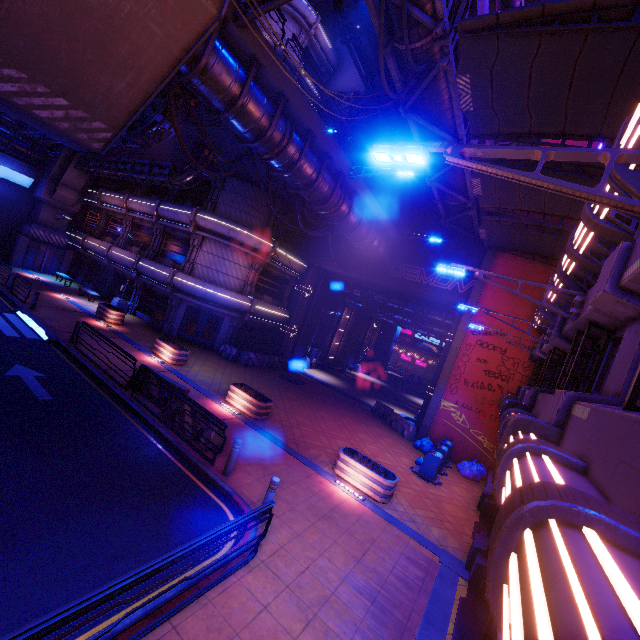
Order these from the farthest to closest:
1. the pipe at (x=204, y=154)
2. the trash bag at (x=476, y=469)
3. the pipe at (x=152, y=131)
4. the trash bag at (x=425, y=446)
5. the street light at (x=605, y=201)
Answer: the pipe at (x=204, y=154), the trash bag at (x=425, y=446), the trash bag at (x=476, y=469), the pipe at (x=152, y=131), the street light at (x=605, y=201)

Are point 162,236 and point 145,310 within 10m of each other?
yes

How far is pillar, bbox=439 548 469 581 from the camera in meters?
8.6

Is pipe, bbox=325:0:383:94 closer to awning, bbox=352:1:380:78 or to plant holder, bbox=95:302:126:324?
awning, bbox=352:1:380:78

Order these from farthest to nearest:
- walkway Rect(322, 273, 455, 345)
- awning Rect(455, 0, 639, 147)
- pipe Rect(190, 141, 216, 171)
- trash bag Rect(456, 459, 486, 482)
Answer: walkway Rect(322, 273, 455, 345) → pipe Rect(190, 141, 216, 171) → trash bag Rect(456, 459, 486, 482) → awning Rect(455, 0, 639, 147)

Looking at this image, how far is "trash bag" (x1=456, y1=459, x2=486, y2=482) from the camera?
16.41m

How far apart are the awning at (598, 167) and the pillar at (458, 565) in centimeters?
1206cm

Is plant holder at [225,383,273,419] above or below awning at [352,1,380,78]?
below
